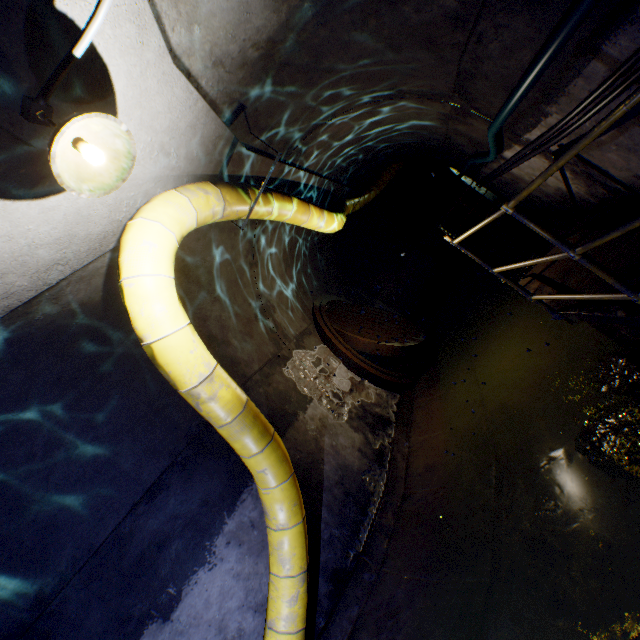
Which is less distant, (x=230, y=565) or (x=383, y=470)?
(x=230, y=565)

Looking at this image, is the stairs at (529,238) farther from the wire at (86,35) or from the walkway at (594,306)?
the wire at (86,35)

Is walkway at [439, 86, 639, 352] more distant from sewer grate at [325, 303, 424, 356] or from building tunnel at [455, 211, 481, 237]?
sewer grate at [325, 303, 424, 356]

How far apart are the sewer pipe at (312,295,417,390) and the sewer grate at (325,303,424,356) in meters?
0.0

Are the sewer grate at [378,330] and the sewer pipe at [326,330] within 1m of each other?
yes

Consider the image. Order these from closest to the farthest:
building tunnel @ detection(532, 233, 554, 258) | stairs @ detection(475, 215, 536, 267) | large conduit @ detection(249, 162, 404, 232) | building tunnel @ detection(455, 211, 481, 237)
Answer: large conduit @ detection(249, 162, 404, 232) < building tunnel @ detection(532, 233, 554, 258) < stairs @ detection(475, 215, 536, 267) < building tunnel @ detection(455, 211, 481, 237)

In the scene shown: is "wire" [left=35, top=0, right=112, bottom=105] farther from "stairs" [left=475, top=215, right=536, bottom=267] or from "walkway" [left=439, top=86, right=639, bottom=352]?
"stairs" [left=475, top=215, right=536, bottom=267]

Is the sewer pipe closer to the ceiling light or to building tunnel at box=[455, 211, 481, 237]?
building tunnel at box=[455, 211, 481, 237]
